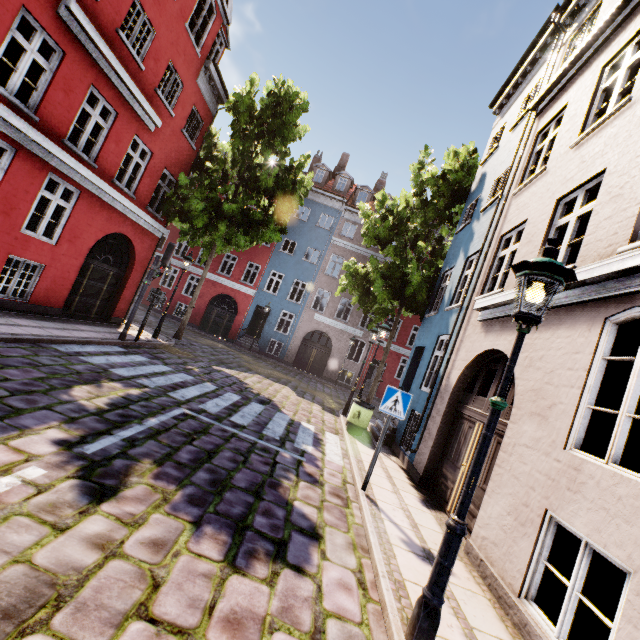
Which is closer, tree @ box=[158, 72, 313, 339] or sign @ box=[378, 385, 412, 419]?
sign @ box=[378, 385, 412, 419]

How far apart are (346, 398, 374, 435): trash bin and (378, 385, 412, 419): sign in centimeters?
418cm

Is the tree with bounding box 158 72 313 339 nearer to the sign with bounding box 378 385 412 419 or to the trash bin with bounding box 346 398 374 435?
the trash bin with bounding box 346 398 374 435

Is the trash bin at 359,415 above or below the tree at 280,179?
below

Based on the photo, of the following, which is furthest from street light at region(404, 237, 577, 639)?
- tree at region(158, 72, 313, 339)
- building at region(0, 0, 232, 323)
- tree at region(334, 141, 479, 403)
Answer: tree at region(158, 72, 313, 339)

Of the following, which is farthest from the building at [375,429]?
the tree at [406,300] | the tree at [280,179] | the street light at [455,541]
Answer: the tree at [280,179]

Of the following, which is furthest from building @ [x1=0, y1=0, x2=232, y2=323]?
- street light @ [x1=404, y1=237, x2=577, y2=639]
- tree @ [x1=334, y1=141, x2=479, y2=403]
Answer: A: street light @ [x1=404, y1=237, x2=577, y2=639]

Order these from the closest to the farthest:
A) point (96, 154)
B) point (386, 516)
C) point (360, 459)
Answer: point (386, 516) < point (360, 459) < point (96, 154)
